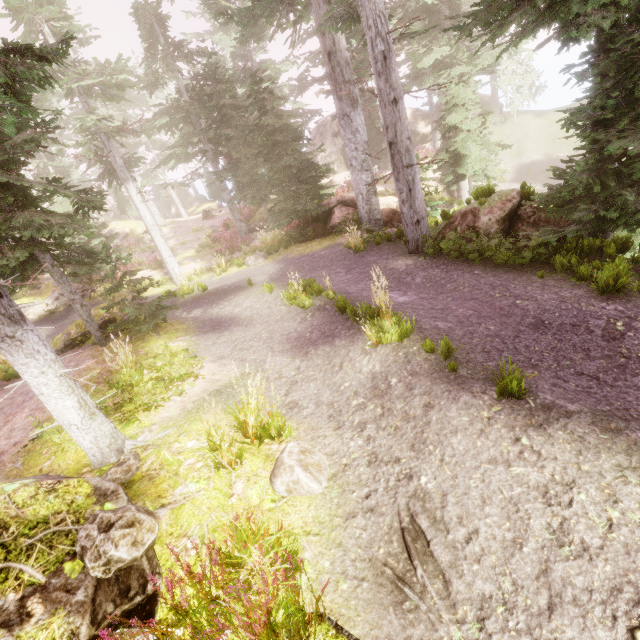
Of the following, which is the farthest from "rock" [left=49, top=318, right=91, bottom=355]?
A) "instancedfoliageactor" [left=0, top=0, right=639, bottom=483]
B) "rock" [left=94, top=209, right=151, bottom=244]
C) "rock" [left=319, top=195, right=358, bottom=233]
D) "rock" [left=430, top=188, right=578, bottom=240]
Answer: "rock" [left=94, top=209, right=151, bottom=244]

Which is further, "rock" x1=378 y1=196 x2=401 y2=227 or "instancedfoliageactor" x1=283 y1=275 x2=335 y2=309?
"rock" x1=378 y1=196 x2=401 y2=227

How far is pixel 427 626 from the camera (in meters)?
2.29

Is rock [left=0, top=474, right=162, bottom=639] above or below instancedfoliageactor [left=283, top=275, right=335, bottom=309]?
above

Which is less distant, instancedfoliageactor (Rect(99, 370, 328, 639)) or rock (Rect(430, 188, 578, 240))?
instancedfoliageactor (Rect(99, 370, 328, 639))

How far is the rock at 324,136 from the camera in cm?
3419

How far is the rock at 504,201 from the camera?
7.4m

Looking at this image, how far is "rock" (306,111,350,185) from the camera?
34.19m
